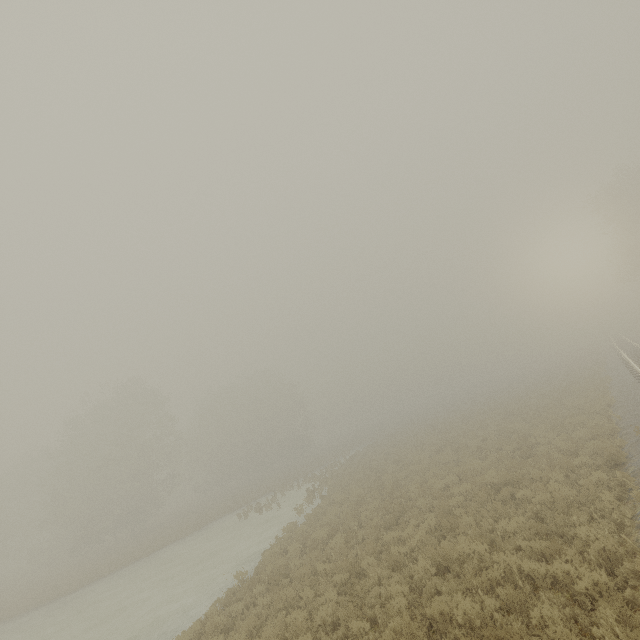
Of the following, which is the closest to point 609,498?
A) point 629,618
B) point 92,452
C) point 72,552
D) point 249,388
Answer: point 629,618
